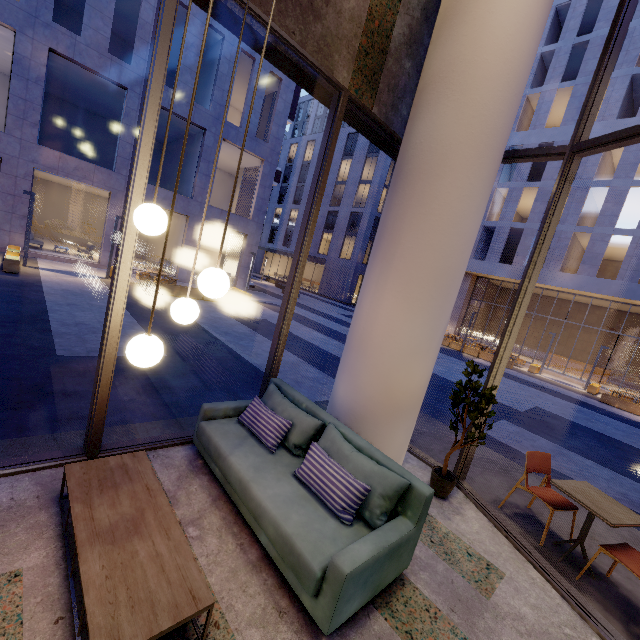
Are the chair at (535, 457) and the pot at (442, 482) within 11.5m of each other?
yes

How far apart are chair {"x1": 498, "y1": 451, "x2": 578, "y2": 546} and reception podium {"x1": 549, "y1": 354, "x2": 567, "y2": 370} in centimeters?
2659cm

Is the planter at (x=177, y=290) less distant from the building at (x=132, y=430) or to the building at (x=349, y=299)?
the building at (x=132, y=430)

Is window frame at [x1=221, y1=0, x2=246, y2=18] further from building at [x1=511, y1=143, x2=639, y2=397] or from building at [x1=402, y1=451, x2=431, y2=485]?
building at [x1=511, y1=143, x2=639, y2=397]

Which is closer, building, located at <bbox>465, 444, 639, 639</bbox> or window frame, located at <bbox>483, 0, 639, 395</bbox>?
building, located at <bbox>465, 444, 639, 639</bbox>

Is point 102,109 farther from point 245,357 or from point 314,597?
point 314,597

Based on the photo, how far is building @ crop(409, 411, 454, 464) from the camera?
5.31m

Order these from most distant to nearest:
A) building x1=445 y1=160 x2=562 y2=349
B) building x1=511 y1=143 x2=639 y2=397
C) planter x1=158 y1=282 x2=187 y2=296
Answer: building x1=445 y1=160 x2=562 y2=349 → building x1=511 y1=143 x2=639 y2=397 → planter x1=158 y1=282 x2=187 y2=296
